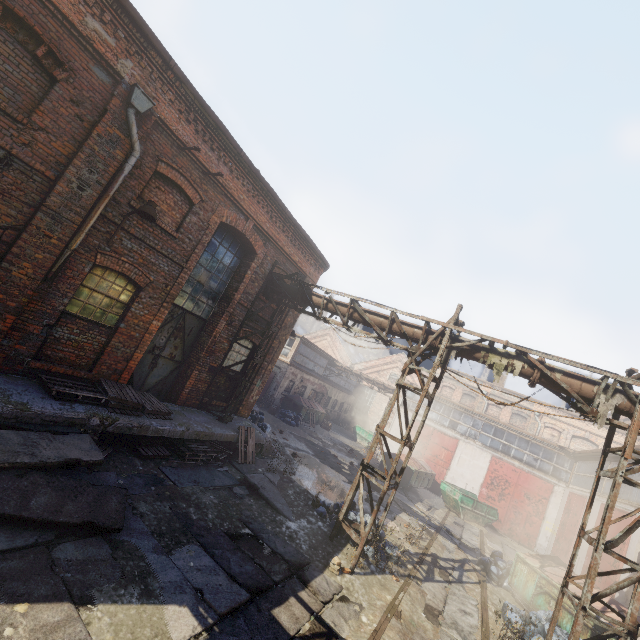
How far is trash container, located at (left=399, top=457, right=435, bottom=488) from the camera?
19.7m

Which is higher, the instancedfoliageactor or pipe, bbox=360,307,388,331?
pipe, bbox=360,307,388,331

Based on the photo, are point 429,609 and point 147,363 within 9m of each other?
no

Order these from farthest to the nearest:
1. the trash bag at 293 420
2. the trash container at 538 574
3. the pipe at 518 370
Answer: the trash bag at 293 420 → the trash container at 538 574 → the pipe at 518 370

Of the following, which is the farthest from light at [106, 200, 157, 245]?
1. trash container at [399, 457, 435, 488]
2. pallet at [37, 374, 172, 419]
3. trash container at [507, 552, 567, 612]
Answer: trash container at [399, 457, 435, 488]

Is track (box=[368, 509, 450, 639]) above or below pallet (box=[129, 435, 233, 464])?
below

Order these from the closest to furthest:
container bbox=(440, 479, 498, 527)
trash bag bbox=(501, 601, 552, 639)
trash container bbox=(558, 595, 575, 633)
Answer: trash bag bbox=(501, 601, 552, 639) → trash container bbox=(558, 595, 575, 633) → container bbox=(440, 479, 498, 527)

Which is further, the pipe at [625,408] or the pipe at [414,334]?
the pipe at [414,334]
